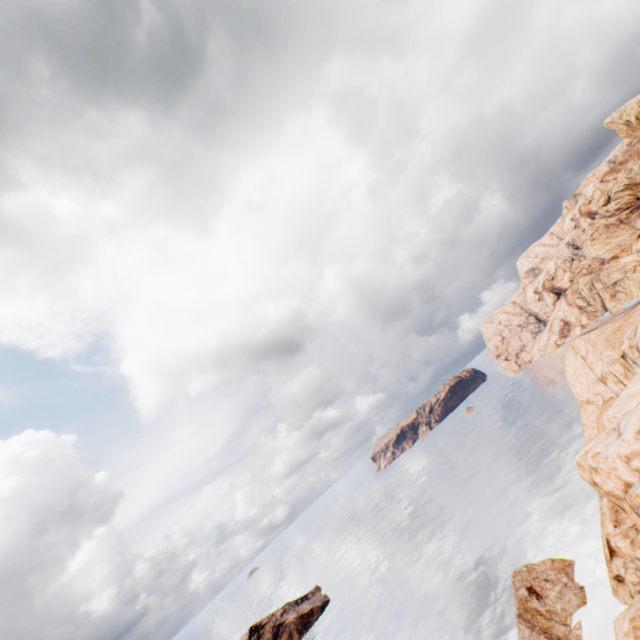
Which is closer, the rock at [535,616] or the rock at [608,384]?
the rock at [608,384]

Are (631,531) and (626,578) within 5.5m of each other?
yes

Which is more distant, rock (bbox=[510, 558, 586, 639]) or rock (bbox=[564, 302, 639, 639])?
rock (bbox=[510, 558, 586, 639])

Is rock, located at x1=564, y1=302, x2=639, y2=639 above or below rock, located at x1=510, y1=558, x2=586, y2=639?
above

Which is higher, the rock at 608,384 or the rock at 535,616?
the rock at 608,384
